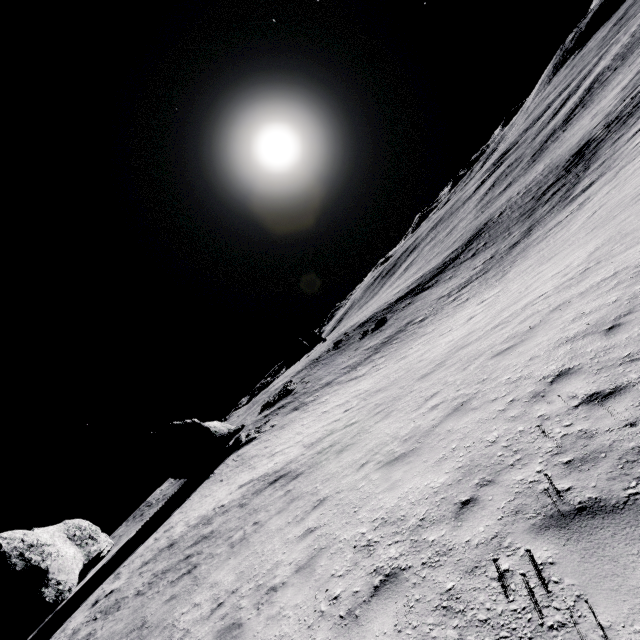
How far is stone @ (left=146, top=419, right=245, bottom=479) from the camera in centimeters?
2788cm

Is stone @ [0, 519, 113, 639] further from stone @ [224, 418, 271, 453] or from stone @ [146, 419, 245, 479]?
stone @ [224, 418, 271, 453]

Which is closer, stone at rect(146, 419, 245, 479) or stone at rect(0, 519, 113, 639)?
stone at rect(0, 519, 113, 639)

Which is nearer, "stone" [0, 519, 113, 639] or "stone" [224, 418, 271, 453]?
"stone" [0, 519, 113, 639]

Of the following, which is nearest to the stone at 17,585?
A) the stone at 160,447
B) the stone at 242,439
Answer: the stone at 160,447

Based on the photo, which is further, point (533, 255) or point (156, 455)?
point (156, 455)

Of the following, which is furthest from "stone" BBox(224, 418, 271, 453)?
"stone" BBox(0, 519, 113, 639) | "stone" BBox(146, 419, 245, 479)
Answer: "stone" BBox(0, 519, 113, 639)

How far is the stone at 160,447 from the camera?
27.88m
